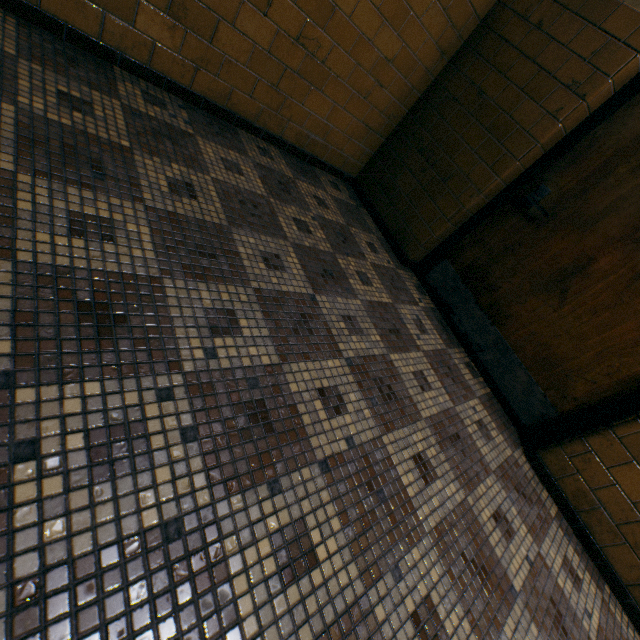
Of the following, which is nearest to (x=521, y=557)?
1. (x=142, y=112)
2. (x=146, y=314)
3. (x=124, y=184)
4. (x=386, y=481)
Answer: (x=386, y=481)
